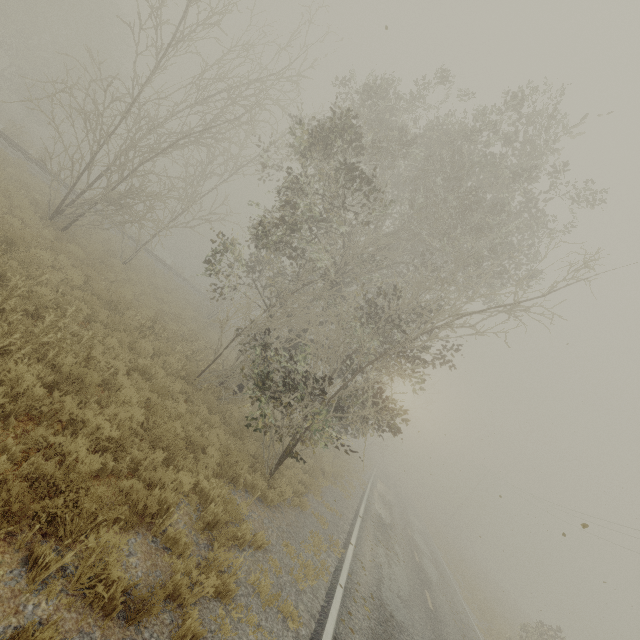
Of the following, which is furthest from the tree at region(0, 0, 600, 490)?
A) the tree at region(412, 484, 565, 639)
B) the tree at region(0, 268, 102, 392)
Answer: the tree at region(412, 484, 565, 639)

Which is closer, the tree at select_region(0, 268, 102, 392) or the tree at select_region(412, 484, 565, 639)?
the tree at select_region(0, 268, 102, 392)

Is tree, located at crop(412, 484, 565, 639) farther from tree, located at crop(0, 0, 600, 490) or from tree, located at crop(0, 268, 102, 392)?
tree, located at crop(0, 268, 102, 392)

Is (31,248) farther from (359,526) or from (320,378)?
A: (359,526)

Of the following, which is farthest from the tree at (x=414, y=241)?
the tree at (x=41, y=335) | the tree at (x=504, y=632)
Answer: the tree at (x=504, y=632)

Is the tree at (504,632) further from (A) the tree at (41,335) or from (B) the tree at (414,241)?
(A) the tree at (41,335)

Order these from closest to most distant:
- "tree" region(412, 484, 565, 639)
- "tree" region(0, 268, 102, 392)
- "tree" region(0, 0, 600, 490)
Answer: "tree" region(0, 268, 102, 392) → "tree" region(0, 0, 600, 490) → "tree" region(412, 484, 565, 639)
